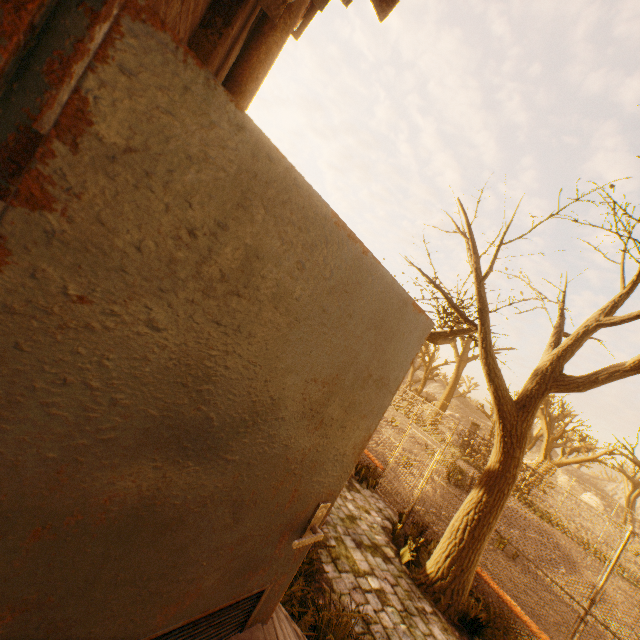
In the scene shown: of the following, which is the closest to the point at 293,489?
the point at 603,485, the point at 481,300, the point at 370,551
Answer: the point at 481,300

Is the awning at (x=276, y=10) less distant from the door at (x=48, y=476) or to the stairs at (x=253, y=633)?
the door at (x=48, y=476)

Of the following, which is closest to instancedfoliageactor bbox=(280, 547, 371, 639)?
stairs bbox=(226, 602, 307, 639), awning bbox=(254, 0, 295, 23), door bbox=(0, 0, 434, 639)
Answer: stairs bbox=(226, 602, 307, 639)

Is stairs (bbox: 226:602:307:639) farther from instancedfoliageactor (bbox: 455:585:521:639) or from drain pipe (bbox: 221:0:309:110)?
instancedfoliageactor (bbox: 455:585:521:639)

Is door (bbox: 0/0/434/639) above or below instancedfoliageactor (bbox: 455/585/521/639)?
above

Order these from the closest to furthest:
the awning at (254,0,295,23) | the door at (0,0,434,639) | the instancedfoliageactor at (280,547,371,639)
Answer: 1. the door at (0,0,434,639)
2. the awning at (254,0,295,23)
3. the instancedfoliageactor at (280,547,371,639)

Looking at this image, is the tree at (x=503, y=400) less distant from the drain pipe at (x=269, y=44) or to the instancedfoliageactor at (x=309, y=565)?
the instancedfoliageactor at (x=309, y=565)

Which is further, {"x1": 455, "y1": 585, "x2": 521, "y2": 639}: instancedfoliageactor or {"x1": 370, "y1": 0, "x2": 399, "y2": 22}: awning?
{"x1": 455, "y1": 585, "x2": 521, "y2": 639}: instancedfoliageactor
